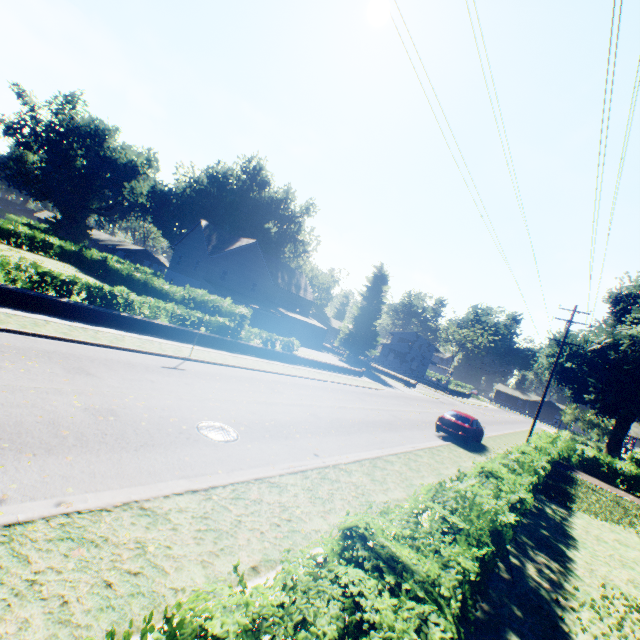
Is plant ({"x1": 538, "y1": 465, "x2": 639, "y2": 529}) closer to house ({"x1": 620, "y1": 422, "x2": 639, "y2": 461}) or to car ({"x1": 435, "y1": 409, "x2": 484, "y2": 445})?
house ({"x1": 620, "y1": 422, "x2": 639, "y2": 461})

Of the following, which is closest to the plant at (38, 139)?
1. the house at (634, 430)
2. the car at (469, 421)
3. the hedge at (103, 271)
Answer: the house at (634, 430)

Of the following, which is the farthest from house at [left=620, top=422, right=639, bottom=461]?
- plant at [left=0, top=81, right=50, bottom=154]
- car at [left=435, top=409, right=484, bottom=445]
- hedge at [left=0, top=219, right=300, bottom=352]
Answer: car at [left=435, top=409, right=484, bottom=445]

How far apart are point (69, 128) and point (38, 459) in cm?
7677

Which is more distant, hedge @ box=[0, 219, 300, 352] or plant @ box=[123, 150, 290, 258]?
plant @ box=[123, 150, 290, 258]

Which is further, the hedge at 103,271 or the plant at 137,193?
the plant at 137,193

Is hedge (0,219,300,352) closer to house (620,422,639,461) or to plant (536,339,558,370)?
plant (536,339,558,370)
